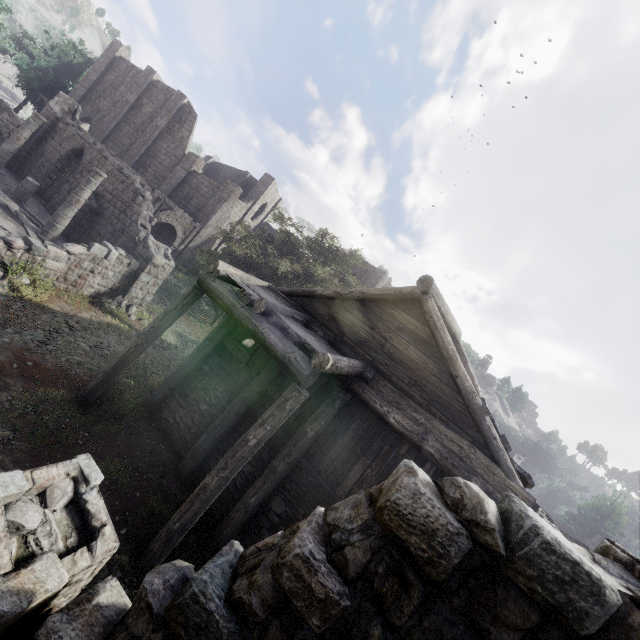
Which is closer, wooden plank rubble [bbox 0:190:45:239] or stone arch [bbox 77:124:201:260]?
wooden plank rubble [bbox 0:190:45:239]

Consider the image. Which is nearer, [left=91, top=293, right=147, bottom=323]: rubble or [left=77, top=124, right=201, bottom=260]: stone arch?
[left=91, top=293, right=147, bottom=323]: rubble

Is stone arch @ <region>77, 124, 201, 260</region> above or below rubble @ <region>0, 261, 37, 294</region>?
above

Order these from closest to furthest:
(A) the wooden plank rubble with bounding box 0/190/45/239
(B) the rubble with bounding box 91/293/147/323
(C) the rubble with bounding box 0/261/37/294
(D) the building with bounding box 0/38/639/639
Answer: (D) the building with bounding box 0/38/639/639 → (C) the rubble with bounding box 0/261/37/294 → (A) the wooden plank rubble with bounding box 0/190/45/239 → (B) the rubble with bounding box 91/293/147/323

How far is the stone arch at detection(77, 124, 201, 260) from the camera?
23.1m

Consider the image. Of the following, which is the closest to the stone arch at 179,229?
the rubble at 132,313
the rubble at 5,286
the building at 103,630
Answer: the building at 103,630

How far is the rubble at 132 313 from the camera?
14.53m

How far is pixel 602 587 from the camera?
2.22m
